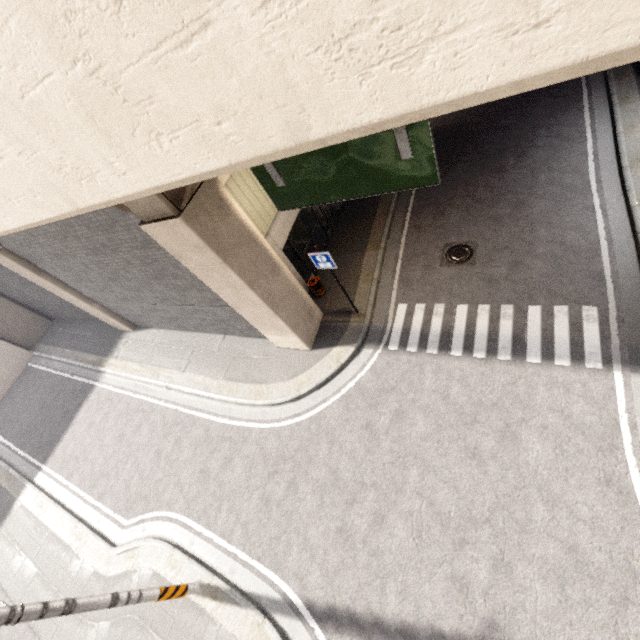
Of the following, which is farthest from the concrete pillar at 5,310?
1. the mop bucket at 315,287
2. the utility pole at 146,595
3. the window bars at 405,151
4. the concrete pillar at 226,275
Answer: the window bars at 405,151

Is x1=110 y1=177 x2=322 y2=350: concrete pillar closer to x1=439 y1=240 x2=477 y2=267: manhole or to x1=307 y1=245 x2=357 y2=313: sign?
x1=307 y1=245 x2=357 y2=313: sign

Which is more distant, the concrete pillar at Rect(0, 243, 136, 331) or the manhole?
the concrete pillar at Rect(0, 243, 136, 331)

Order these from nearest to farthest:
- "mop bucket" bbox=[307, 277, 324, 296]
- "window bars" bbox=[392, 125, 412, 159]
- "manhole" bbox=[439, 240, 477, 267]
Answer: "window bars" bbox=[392, 125, 412, 159], "manhole" bbox=[439, 240, 477, 267], "mop bucket" bbox=[307, 277, 324, 296]

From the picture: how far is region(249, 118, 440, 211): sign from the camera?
4.79m

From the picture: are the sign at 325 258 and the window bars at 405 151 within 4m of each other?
yes

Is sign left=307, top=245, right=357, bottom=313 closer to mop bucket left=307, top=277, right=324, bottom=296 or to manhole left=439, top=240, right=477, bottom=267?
mop bucket left=307, top=277, right=324, bottom=296

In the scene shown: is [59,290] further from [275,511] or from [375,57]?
[375,57]
